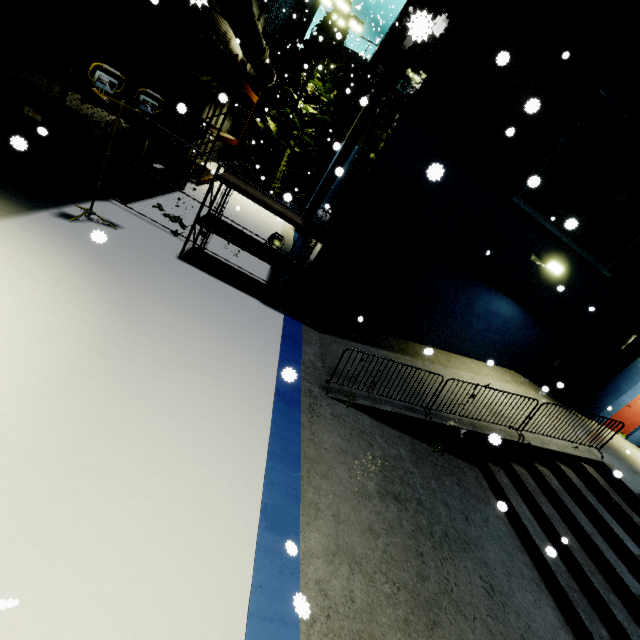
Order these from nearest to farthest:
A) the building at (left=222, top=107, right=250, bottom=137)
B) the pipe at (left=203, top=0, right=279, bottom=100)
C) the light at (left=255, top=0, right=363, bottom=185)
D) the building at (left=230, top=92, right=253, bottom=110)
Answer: the pipe at (left=203, top=0, right=279, bottom=100), the light at (left=255, top=0, right=363, bottom=185), the building at (left=230, top=92, right=253, bottom=110), the building at (left=222, top=107, right=250, bottom=137)

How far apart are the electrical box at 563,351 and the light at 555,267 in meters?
2.4 m

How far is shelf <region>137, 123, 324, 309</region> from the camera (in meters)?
6.97

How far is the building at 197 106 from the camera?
13.64m

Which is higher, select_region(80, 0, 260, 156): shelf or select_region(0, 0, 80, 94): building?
select_region(80, 0, 260, 156): shelf

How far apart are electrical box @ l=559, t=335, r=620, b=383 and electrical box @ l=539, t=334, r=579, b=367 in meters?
0.4

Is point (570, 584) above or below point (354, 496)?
above

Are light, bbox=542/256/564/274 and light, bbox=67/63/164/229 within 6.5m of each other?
no
